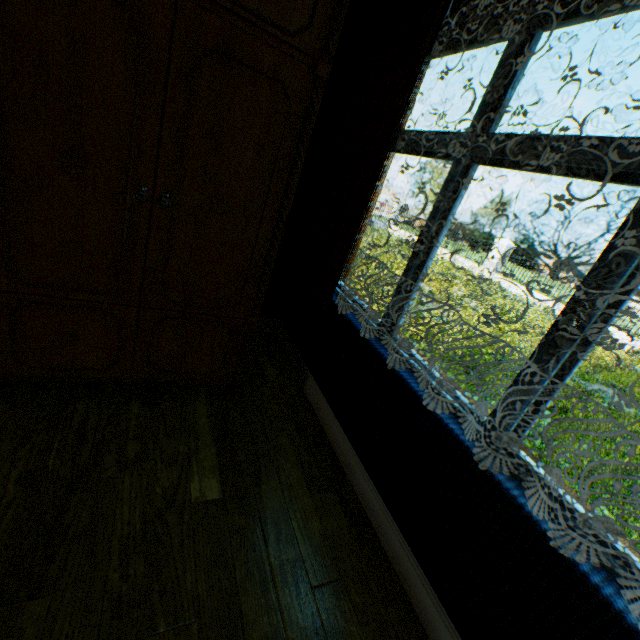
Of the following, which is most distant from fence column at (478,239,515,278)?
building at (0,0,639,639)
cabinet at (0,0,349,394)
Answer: cabinet at (0,0,349,394)

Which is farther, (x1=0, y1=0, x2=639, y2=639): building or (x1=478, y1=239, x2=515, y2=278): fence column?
(x1=478, y1=239, x2=515, y2=278): fence column

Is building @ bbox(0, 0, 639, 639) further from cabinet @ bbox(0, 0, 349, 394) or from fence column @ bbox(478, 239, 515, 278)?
fence column @ bbox(478, 239, 515, 278)

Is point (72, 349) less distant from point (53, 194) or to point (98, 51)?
point (53, 194)

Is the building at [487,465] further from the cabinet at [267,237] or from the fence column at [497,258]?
the fence column at [497,258]

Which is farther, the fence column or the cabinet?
the fence column

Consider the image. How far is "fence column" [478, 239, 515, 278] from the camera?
18.3m
